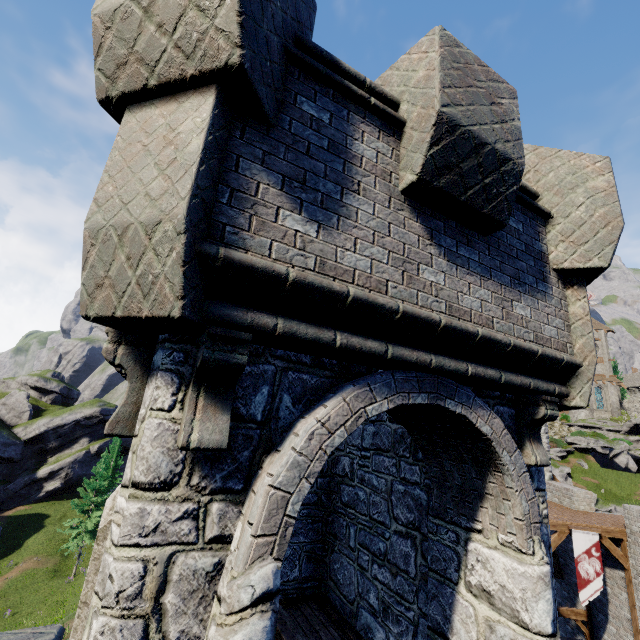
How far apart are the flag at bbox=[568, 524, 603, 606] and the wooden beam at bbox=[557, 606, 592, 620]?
3.1 meters

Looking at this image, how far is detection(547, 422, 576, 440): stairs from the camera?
46.2 meters

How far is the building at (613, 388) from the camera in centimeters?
5278cm

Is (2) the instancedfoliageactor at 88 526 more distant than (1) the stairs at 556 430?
No

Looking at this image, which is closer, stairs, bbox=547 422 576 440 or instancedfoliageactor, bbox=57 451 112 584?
instancedfoliageactor, bbox=57 451 112 584

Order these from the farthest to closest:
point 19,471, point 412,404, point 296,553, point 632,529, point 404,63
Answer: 1. point 19,471
2. point 632,529
3. point 296,553
4. point 404,63
5. point 412,404

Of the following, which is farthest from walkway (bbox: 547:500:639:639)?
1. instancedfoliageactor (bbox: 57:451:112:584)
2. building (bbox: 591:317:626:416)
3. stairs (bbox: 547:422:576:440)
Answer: building (bbox: 591:317:626:416)

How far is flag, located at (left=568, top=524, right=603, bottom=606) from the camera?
13.3 meters
